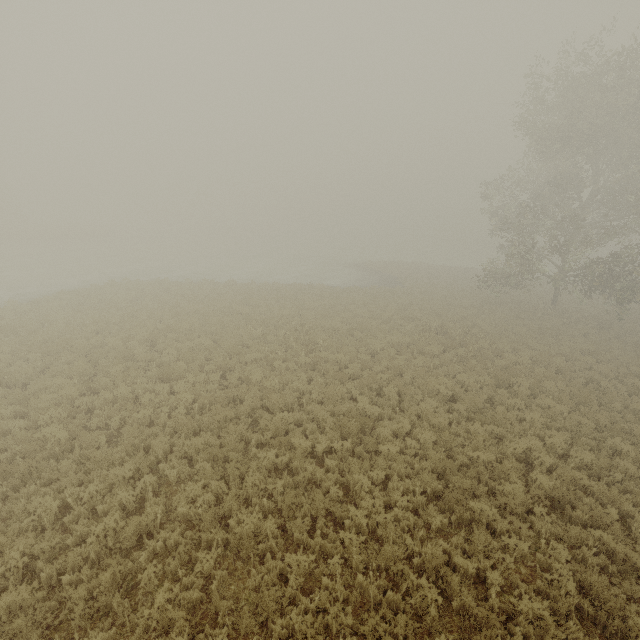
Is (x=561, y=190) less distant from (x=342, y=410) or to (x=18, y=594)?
(x=342, y=410)
